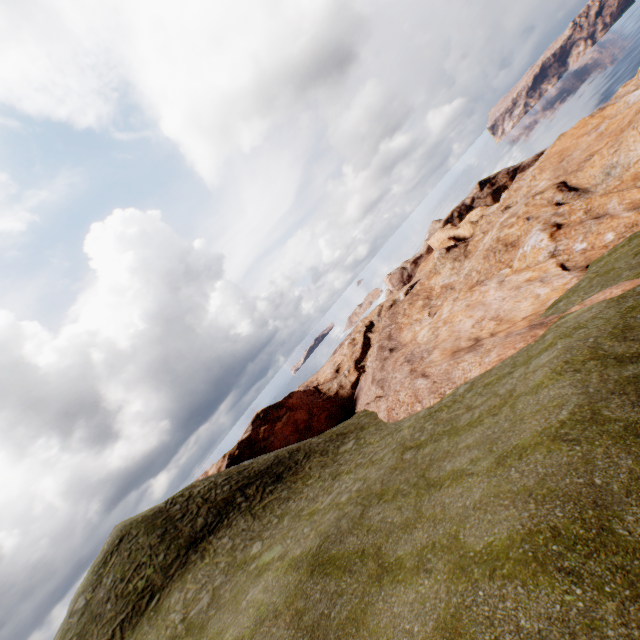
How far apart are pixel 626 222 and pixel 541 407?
16.1 meters
